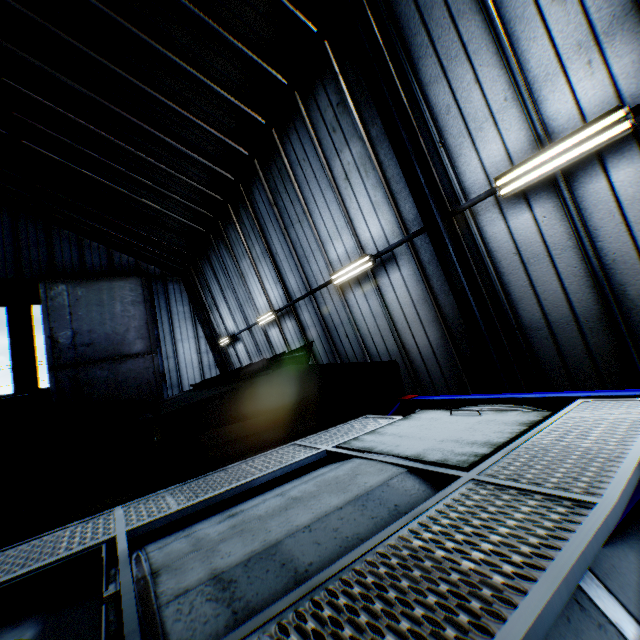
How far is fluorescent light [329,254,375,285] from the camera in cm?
786

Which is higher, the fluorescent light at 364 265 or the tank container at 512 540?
the fluorescent light at 364 265

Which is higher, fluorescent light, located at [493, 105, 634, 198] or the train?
fluorescent light, located at [493, 105, 634, 198]

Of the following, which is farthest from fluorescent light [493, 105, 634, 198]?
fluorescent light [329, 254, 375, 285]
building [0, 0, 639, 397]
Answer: fluorescent light [329, 254, 375, 285]

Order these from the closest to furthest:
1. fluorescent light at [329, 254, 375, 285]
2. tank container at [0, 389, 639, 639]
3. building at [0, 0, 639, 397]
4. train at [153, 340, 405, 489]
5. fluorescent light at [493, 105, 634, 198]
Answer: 1. tank container at [0, 389, 639, 639]
2. train at [153, 340, 405, 489]
3. fluorescent light at [493, 105, 634, 198]
4. building at [0, 0, 639, 397]
5. fluorescent light at [329, 254, 375, 285]

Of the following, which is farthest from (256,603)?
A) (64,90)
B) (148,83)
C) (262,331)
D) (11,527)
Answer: (11,527)

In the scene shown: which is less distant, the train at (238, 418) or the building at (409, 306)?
the train at (238, 418)

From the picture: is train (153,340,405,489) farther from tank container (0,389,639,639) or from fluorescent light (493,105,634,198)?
fluorescent light (493,105,634,198)
